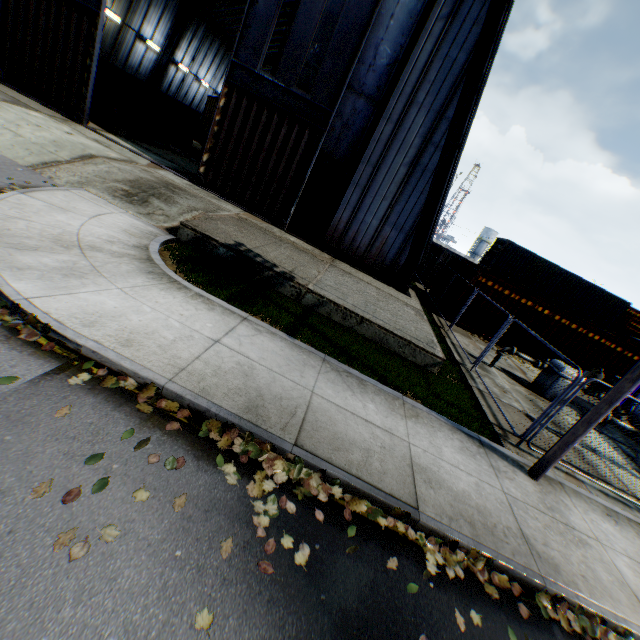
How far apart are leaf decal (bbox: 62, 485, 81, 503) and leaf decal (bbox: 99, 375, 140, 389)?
0.8m

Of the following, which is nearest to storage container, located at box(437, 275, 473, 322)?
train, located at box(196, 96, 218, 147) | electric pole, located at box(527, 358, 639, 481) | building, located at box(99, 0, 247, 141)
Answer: building, located at box(99, 0, 247, 141)

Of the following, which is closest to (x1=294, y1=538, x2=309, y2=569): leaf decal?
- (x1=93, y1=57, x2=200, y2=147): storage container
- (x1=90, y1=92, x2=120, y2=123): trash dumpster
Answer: (x1=90, y1=92, x2=120, y2=123): trash dumpster

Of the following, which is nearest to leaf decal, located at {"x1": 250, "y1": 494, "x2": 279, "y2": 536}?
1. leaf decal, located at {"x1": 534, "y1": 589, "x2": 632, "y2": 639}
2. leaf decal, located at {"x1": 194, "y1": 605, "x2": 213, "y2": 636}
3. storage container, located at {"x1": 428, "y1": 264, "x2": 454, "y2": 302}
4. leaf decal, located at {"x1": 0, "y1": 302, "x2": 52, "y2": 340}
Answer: leaf decal, located at {"x1": 534, "y1": 589, "x2": 632, "y2": 639}

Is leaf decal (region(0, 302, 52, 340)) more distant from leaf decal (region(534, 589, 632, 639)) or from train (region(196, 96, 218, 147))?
train (region(196, 96, 218, 147))

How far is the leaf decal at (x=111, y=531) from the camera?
2.67m

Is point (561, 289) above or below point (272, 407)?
above

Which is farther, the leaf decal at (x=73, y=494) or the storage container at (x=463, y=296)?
the storage container at (x=463, y=296)
